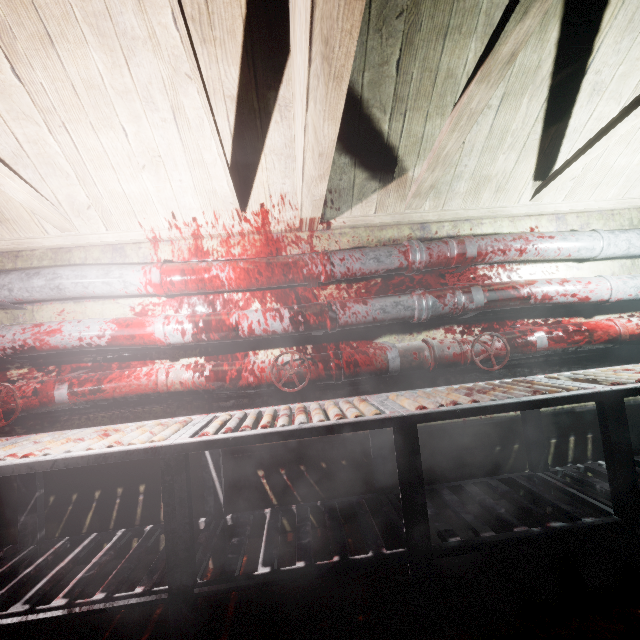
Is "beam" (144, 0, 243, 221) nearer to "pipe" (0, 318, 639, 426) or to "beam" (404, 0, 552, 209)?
"beam" (404, 0, 552, 209)

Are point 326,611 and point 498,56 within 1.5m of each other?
no

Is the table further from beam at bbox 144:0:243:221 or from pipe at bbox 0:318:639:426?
beam at bbox 144:0:243:221

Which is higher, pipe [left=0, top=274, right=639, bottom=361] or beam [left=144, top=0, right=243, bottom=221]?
beam [left=144, top=0, right=243, bottom=221]

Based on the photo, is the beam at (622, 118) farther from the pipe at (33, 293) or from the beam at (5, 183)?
the beam at (5, 183)

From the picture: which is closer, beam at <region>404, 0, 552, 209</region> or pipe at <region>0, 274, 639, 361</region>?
beam at <region>404, 0, 552, 209</region>

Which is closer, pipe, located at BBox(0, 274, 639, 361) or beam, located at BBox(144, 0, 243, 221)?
beam, located at BBox(144, 0, 243, 221)

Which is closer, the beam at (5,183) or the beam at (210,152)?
the beam at (210,152)
